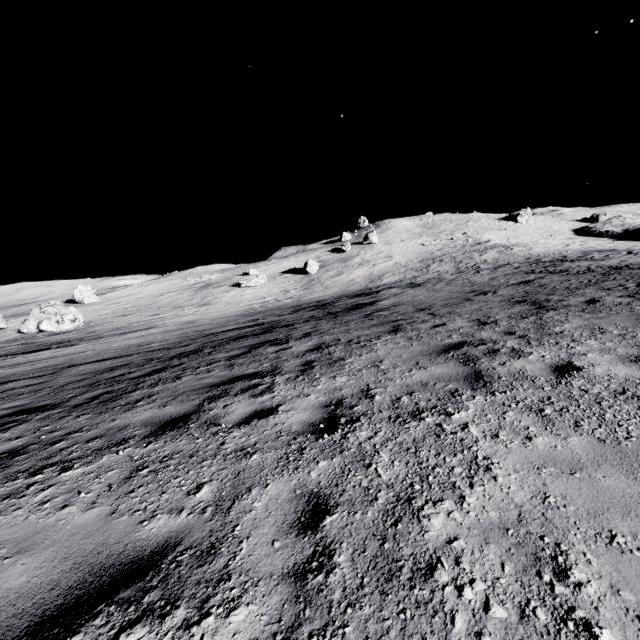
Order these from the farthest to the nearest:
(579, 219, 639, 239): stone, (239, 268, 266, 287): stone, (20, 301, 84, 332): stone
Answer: (579, 219, 639, 239): stone → (239, 268, 266, 287): stone → (20, 301, 84, 332): stone

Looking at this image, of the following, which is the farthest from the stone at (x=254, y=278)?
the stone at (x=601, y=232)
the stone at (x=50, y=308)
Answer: the stone at (x=601, y=232)

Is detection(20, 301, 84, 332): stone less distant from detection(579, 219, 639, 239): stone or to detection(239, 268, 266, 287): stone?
detection(239, 268, 266, 287): stone

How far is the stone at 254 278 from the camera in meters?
43.9 m

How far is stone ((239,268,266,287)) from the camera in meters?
43.9 m

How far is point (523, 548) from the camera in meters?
1.8

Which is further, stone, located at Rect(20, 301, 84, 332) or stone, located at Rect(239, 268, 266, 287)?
stone, located at Rect(239, 268, 266, 287)

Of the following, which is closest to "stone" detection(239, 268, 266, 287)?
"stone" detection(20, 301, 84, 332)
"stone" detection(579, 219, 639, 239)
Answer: "stone" detection(20, 301, 84, 332)
